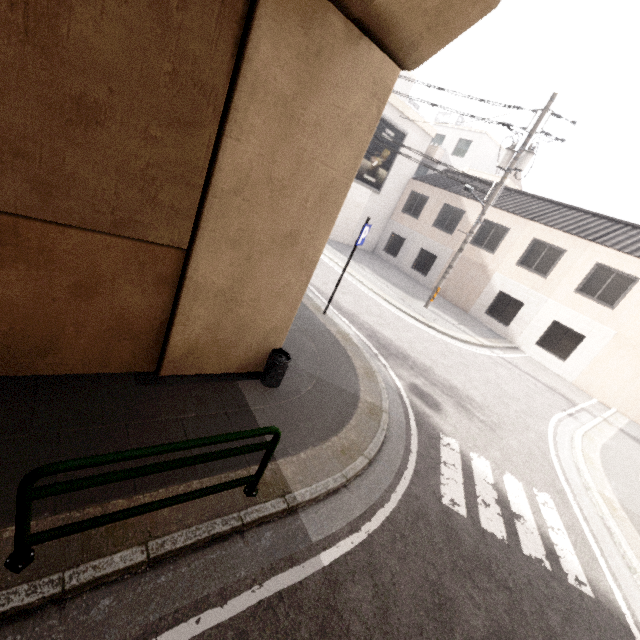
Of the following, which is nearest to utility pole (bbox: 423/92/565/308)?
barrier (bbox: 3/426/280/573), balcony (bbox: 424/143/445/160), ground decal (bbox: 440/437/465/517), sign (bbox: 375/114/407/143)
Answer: sign (bbox: 375/114/407/143)

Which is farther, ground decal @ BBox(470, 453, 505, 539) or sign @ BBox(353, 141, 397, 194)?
sign @ BBox(353, 141, 397, 194)

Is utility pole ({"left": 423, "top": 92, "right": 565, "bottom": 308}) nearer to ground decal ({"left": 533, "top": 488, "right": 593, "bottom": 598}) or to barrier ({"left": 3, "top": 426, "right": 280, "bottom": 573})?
ground decal ({"left": 533, "top": 488, "right": 593, "bottom": 598})

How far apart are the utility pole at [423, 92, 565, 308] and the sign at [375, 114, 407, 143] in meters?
8.6 m

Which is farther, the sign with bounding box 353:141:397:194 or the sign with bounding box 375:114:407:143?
the sign with bounding box 353:141:397:194

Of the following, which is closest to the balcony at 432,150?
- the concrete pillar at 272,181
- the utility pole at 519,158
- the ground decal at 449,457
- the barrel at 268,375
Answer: the utility pole at 519,158

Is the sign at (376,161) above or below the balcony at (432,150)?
below

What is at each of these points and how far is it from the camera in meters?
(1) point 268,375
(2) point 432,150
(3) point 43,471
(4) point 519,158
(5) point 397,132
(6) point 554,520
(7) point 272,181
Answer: (1) barrel, 5.5 m
(2) balcony, 29.8 m
(3) barrier, 2.1 m
(4) utility pole, 12.9 m
(5) sign, 20.2 m
(6) ground decal, 5.8 m
(7) concrete pillar, 4.1 m
